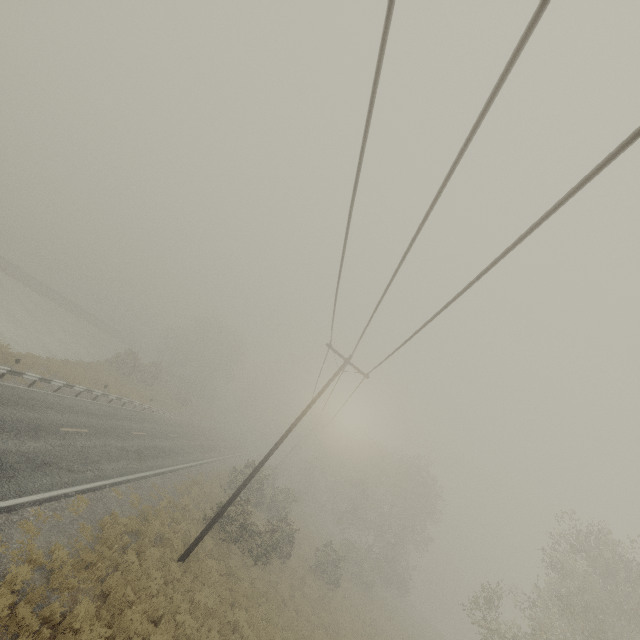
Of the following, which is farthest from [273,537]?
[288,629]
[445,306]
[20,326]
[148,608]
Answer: [20,326]
